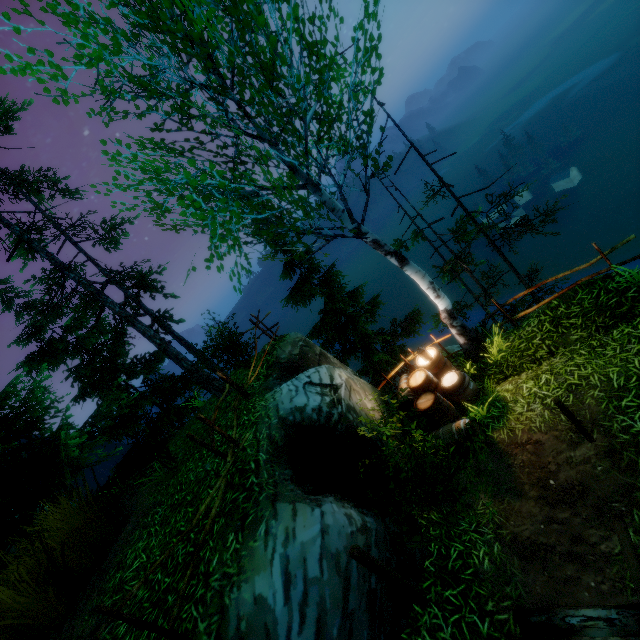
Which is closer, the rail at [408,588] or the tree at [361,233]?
the rail at [408,588]

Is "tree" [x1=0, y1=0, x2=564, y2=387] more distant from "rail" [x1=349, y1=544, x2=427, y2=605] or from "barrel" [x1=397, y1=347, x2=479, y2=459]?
"rail" [x1=349, y1=544, x2=427, y2=605]

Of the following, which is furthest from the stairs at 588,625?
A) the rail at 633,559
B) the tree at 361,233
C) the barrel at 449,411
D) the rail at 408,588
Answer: the tree at 361,233

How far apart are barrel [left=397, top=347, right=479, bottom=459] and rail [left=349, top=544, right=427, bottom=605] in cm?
397

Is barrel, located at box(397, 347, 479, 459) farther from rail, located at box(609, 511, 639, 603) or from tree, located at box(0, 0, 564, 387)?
rail, located at box(609, 511, 639, 603)

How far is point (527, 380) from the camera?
6.96m

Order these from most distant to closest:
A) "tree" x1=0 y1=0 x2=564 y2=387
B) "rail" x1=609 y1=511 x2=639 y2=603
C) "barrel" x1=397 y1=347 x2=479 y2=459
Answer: "barrel" x1=397 y1=347 x2=479 y2=459, "tree" x1=0 y1=0 x2=564 y2=387, "rail" x1=609 y1=511 x2=639 y2=603

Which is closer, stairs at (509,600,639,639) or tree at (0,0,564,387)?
stairs at (509,600,639,639)
